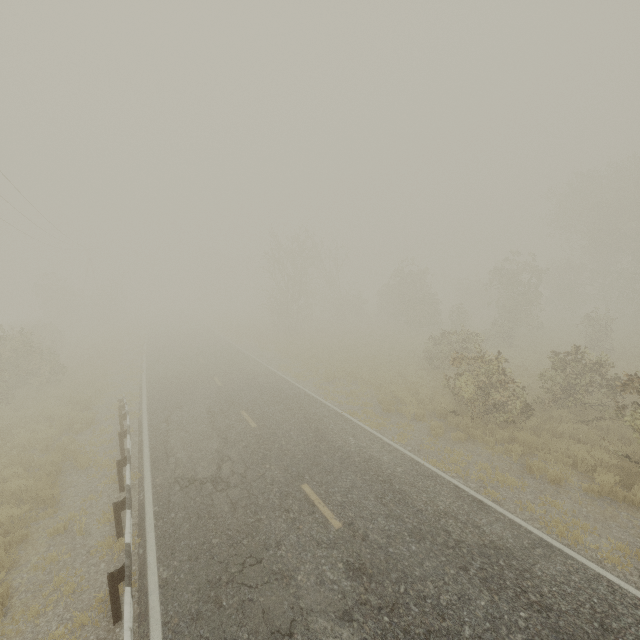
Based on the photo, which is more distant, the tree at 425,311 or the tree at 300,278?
the tree at 300,278

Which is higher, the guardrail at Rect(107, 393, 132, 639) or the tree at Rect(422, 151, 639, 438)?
the tree at Rect(422, 151, 639, 438)

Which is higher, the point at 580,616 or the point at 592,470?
the point at 580,616

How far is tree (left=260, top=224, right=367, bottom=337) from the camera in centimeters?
3289cm

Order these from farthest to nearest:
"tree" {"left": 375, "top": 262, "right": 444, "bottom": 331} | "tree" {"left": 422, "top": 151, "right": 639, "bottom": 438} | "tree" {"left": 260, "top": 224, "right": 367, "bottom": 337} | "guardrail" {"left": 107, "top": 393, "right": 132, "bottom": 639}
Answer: "tree" {"left": 260, "top": 224, "right": 367, "bottom": 337} → "tree" {"left": 375, "top": 262, "right": 444, "bottom": 331} → "tree" {"left": 422, "top": 151, "right": 639, "bottom": 438} → "guardrail" {"left": 107, "top": 393, "right": 132, "bottom": 639}

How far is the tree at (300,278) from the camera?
32.89m
